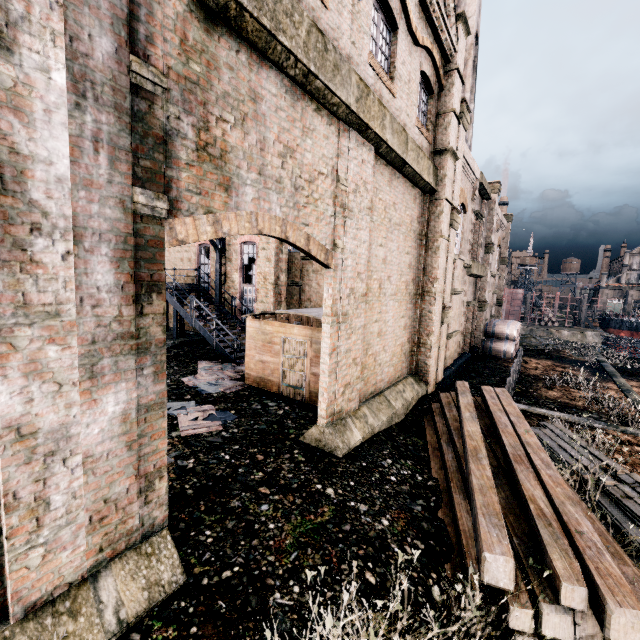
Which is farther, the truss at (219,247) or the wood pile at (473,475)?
the truss at (219,247)

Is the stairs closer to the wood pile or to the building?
the building

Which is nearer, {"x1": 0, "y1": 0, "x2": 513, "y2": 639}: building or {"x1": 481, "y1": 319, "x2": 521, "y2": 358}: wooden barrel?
{"x1": 0, "y1": 0, "x2": 513, "y2": 639}: building

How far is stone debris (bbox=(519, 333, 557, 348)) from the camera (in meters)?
30.69

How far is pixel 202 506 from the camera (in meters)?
6.21

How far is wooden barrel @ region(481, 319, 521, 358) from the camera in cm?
2509

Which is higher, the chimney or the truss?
the chimney

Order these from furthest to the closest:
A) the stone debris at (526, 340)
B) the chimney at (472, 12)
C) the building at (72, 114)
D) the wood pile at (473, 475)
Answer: the stone debris at (526, 340) → the chimney at (472, 12) → the wood pile at (473, 475) → the building at (72, 114)
